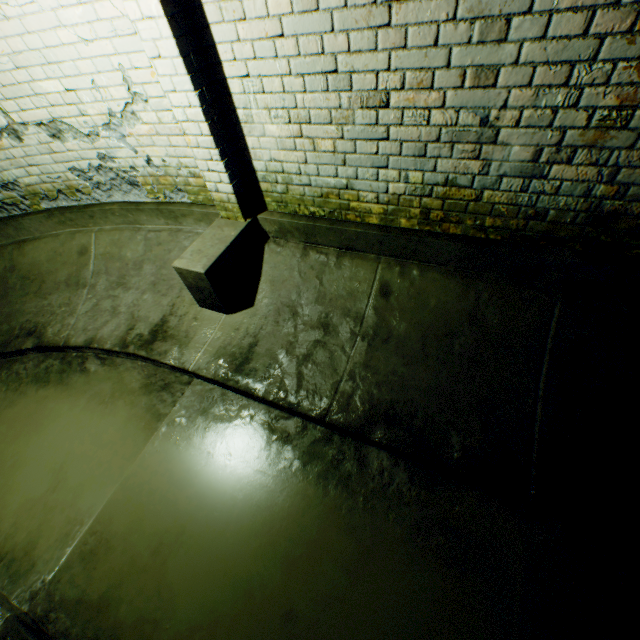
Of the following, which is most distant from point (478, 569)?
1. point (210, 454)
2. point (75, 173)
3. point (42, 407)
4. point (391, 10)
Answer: point (75, 173)
